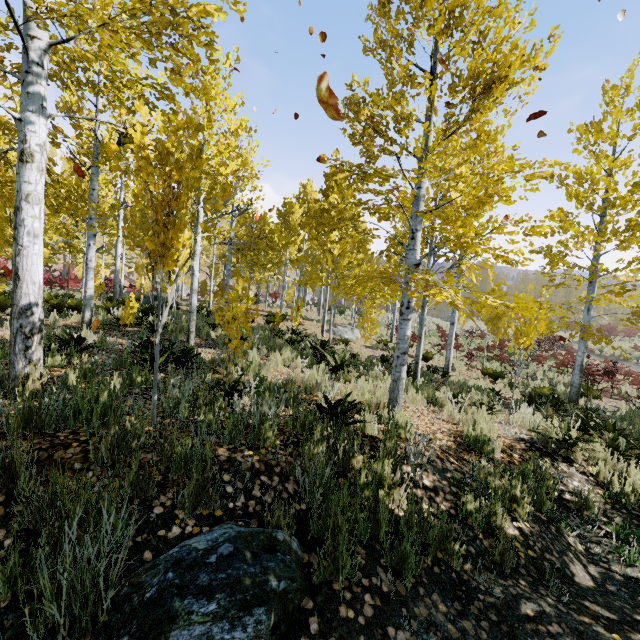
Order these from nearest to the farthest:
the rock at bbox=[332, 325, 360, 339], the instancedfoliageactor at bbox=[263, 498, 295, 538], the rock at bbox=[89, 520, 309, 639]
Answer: the rock at bbox=[89, 520, 309, 639], the instancedfoliageactor at bbox=[263, 498, 295, 538], the rock at bbox=[332, 325, 360, 339]

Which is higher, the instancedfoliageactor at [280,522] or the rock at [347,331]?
the rock at [347,331]

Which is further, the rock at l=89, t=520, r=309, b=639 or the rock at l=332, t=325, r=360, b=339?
the rock at l=332, t=325, r=360, b=339

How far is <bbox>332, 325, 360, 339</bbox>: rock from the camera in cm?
1764

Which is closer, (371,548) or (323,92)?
(323,92)

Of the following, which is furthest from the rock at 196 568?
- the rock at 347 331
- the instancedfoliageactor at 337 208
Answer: the rock at 347 331

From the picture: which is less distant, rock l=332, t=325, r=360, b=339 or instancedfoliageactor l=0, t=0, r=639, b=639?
instancedfoliageactor l=0, t=0, r=639, b=639
